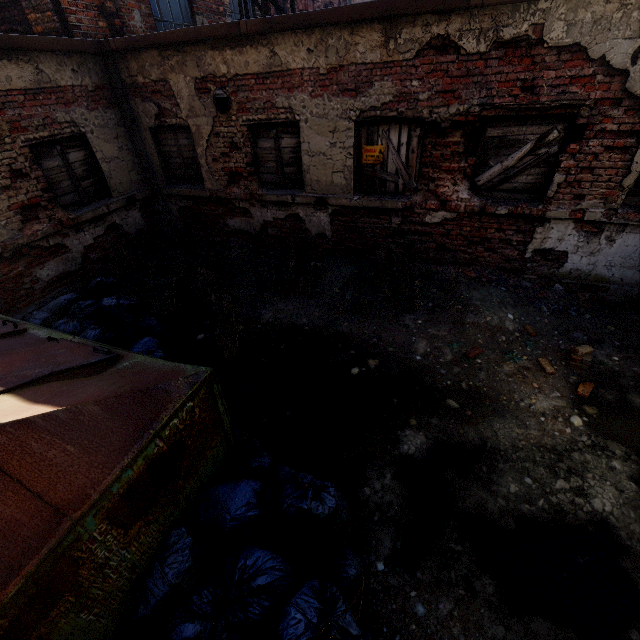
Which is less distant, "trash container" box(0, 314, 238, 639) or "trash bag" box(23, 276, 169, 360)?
"trash container" box(0, 314, 238, 639)

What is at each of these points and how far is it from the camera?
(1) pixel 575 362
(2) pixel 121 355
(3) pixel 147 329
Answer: (1) instancedfoliageactor, 4.1m
(2) trash container, 2.6m
(3) trash bag, 4.9m

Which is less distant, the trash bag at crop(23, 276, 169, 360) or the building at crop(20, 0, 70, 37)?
the trash bag at crop(23, 276, 169, 360)

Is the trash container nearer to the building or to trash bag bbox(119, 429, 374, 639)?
trash bag bbox(119, 429, 374, 639)

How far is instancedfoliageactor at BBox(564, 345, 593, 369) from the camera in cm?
399

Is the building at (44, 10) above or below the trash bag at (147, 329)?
above

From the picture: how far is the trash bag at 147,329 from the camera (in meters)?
4.34

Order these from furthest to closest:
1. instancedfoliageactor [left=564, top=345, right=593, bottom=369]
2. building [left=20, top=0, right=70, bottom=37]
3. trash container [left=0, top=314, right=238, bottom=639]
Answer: building [left=20, top=0, right=70, bottom=37] → instancedfoliageactor [left=564, top=345, right=593, bottom=369] → trash container [left=0, top=314, right=238, bottom=639]
